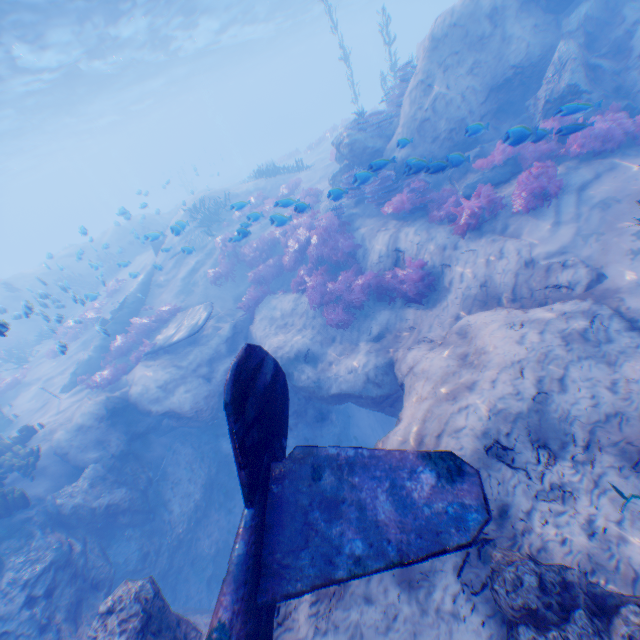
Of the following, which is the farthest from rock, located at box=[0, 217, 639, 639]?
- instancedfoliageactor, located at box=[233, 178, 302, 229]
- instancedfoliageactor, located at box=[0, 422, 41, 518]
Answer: instancedfoliageactor, located at box=[233, 178, 302, 229]

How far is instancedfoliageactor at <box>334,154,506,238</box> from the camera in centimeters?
882cm

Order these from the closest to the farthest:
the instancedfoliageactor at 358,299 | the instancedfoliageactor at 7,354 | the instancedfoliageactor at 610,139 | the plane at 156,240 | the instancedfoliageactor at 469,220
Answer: the instancedfoliageactor at 610,139 → the instancedfoliageactor at 469,220 → the instancedfoliageactor at 358,299 → the plane at 156,240 → the instancedfoliageactor at 7,354

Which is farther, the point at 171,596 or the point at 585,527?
the point at 171,596

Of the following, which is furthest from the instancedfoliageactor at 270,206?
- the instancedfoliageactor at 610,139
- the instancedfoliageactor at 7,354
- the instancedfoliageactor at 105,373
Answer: the instancedfoliageactor at 610,139

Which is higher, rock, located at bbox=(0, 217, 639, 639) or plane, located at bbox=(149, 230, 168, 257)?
plane, located at bbox=(149, 230, 168, 257)

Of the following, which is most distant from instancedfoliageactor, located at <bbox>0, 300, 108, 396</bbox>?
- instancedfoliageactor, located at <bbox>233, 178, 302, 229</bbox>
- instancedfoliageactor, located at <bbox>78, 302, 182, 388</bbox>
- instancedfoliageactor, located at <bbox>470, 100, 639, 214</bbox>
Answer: instancedfoliageactor, located at <bbox>470, 100, 639, 214</bbox>

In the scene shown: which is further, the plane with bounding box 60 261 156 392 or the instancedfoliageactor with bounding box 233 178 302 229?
the plane with bounding box 60 261 156 392
